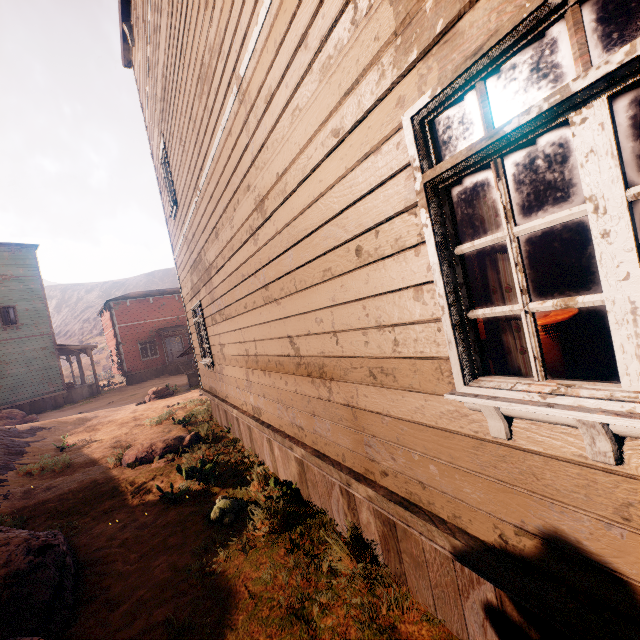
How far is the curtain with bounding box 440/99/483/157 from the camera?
1.6m

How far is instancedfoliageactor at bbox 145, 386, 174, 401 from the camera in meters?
15.7 m

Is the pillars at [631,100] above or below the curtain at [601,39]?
above

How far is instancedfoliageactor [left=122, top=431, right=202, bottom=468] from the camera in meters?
7.0 m

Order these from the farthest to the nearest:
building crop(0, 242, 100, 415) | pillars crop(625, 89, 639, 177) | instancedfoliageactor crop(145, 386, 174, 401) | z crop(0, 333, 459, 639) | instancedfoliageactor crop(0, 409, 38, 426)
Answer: building crop(0, 242, 100, 415) → instancedfoliageactor crop(0, 409, 38, 426) → instancedfoliageactor crop(145, 386, 174, 401) → pillars crop(625, 89, 639, 177) → z crop(0, 333, 459, 639)

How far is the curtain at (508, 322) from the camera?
1.6 meters

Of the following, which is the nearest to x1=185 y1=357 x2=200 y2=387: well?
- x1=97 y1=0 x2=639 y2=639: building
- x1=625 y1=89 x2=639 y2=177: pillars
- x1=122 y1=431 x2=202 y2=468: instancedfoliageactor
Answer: x1=97 y1=0 x2=639 y2=639: building

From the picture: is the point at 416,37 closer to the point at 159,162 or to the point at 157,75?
the point at 157,75
